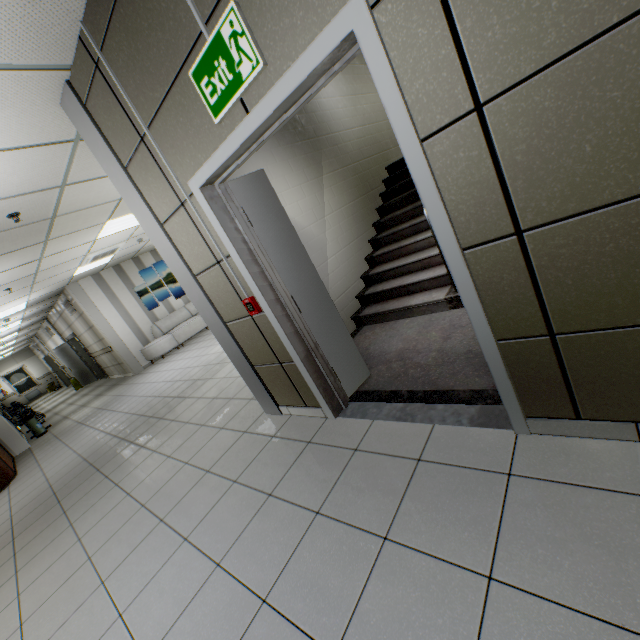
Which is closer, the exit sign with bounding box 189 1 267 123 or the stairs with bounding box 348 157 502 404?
the exit sign with bounding box 189 1 267 123

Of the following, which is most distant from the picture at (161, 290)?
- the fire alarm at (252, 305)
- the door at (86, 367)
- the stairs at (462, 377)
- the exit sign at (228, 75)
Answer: the exit sign at (228, 75)

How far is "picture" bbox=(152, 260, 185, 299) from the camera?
11.30m

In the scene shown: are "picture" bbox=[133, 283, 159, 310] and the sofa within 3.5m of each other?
yes

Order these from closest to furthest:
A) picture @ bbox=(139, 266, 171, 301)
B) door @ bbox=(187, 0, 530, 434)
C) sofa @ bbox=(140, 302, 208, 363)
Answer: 1. door @ bbox=(187, 0, 530, 434)
2. sofa @ bbox=(140, 302, 208, 363)
3. picture @ bbox=(139, 266, 171, 301)

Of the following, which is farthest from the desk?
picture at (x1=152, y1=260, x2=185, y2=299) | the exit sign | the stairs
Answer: the exit sign

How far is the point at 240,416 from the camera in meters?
3.8 m

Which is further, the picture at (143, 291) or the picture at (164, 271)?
the picture at (164, 271)
